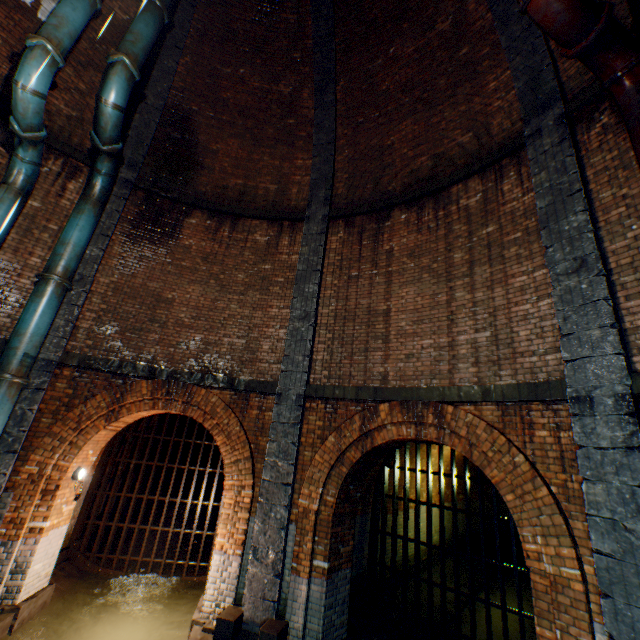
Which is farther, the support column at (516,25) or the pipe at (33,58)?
the pipe at (33,58)

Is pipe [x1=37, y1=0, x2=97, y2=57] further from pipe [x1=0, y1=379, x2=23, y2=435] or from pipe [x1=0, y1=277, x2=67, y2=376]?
pipe [x1=0, y1=379, x2=23, y2=435]

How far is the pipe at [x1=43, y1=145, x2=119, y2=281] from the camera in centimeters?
702cm

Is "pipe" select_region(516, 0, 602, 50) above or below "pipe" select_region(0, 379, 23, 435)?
above

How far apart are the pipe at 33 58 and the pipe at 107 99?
0.6 meters

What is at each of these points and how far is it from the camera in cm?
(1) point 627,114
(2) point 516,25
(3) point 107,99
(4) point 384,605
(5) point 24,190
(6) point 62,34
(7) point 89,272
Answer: (1) pipe, 434
(2) support column, 673
(3) pipe, 658
(4) sewer grate, 767
(5) pipe, 697
(6) pipe, 618
(7) support column, 757

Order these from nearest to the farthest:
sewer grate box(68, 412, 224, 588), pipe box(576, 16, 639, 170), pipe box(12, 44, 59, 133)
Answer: pipe box(576, 16, 639, 170), pipe box(12, 44, 59, 133), sewer grate box(68, 412, 224, 588)

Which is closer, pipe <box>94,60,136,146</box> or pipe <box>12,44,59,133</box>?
pipe <box>12,44,59,133</box>
